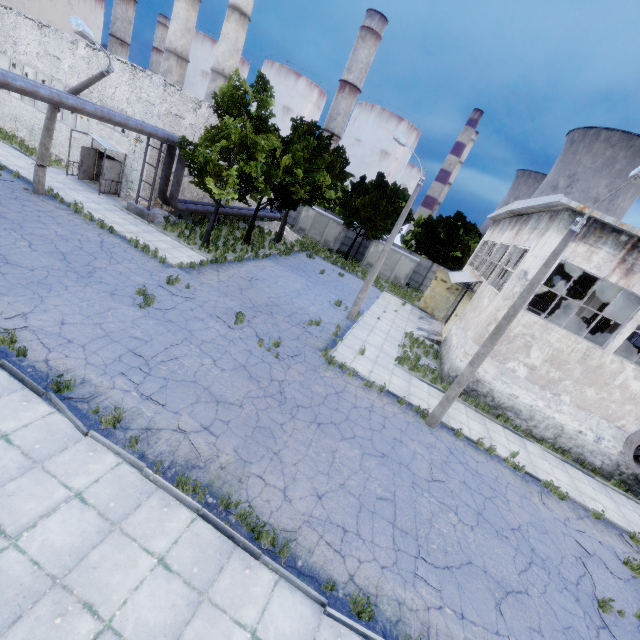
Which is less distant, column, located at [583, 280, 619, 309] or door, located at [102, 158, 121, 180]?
column, located at [583, 280, 619, 309]

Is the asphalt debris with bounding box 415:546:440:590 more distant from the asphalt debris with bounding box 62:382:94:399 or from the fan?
the fan

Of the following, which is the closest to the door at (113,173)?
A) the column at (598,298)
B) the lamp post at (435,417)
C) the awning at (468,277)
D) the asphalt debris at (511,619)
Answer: the awning at (468,277)

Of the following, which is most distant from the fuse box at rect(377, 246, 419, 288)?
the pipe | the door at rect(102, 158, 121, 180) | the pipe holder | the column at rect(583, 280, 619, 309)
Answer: the door at rect(102, 158, 121, 180)

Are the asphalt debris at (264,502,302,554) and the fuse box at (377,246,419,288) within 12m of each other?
no

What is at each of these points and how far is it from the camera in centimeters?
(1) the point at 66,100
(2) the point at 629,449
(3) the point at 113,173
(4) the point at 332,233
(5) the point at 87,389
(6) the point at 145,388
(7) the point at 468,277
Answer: (1) pipe, 1350cm
(2) fan, 1459cm
(3) door, 2141cm
(4) fuse box, 3638cm
(5) asphalt debris, 793cm
(6) asphalt debris, 875cm
(7) awning, 2302cm

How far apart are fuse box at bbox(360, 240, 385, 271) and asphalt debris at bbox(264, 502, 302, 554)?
30.5m

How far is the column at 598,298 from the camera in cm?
1597
